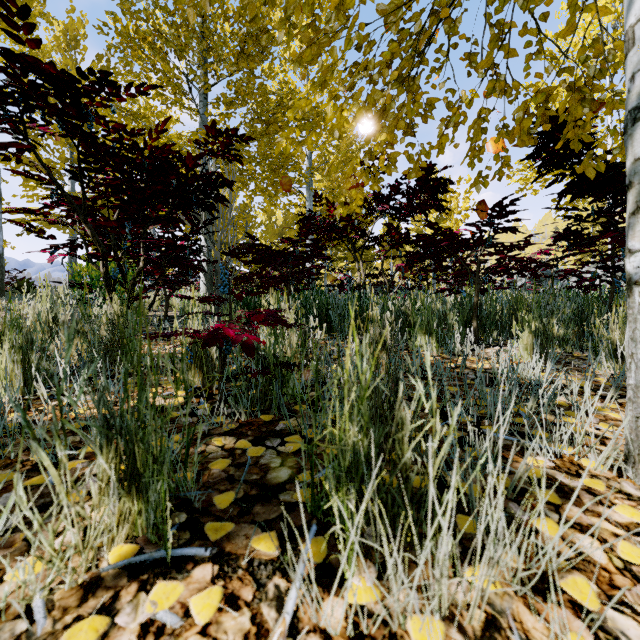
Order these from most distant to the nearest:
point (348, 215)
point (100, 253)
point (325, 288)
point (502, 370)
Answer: point (325, 288), point (348, 215), point (100, 253), point (502, 370)
